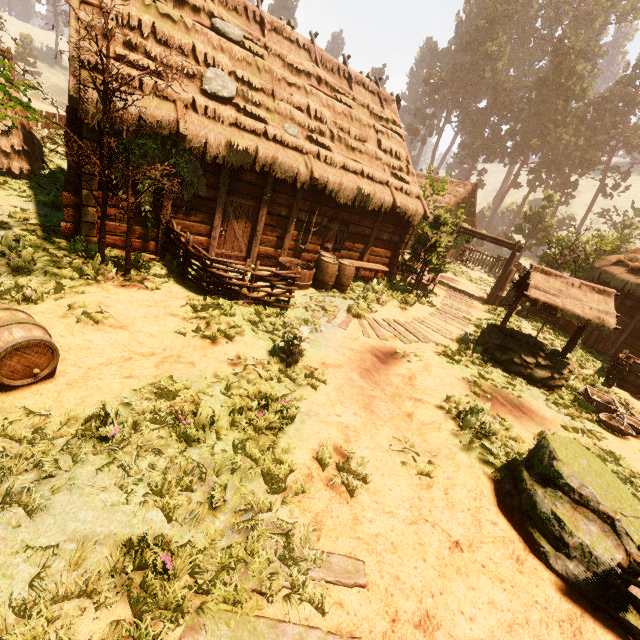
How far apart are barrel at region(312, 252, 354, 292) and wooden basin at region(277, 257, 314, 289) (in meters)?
0.08

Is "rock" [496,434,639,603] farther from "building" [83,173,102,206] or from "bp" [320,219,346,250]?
"bp" [320,219,346,250]

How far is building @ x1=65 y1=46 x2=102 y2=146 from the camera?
6.48m

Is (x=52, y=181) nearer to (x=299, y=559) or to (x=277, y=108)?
(x=277, y=108)

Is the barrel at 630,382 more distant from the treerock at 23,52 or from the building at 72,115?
the treerock at 23,52

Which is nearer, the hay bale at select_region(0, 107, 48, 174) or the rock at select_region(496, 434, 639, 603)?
the rock at select_region(496, 434, 639, 603)

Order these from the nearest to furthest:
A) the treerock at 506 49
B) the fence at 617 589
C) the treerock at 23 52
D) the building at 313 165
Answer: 1. the fence at 617 589
2. the treerock at 23 52
3. the building at 313 165
4. the treerock at 506 49

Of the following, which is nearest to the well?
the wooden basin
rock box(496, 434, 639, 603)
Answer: rock box(496, 434, 639, 603)
